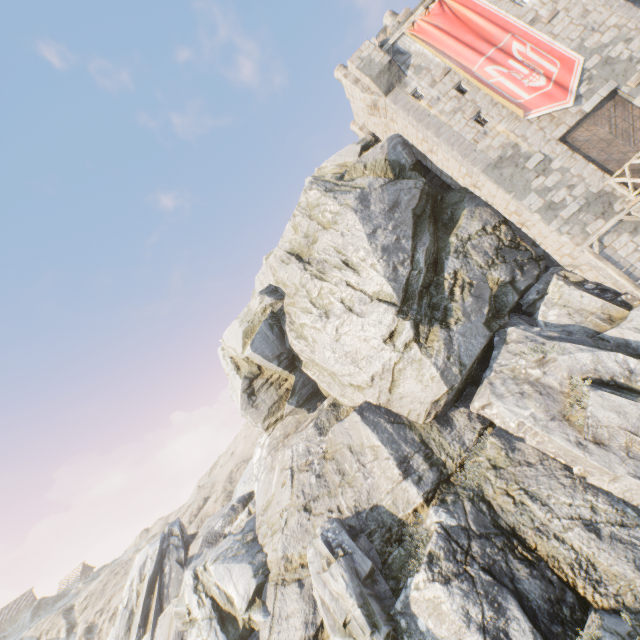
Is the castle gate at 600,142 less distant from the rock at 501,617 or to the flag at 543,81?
the flag at 543,81

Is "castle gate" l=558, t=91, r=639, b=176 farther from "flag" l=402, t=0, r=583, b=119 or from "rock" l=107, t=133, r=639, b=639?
"rock" l=107, t=133, r=639, b=639

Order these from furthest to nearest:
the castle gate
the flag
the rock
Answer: the flag < the castle gate < the rock

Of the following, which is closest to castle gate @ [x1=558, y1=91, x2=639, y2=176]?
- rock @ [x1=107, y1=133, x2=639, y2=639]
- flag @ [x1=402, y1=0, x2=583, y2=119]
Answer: flag @ [x1=402, y1=0, x2=583, y2=119]

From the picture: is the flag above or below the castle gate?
above

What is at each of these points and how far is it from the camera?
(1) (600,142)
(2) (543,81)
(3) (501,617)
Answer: (1) castle gate, 13.81m
(2) flag, 14.30m
(3) rock, 8.99m

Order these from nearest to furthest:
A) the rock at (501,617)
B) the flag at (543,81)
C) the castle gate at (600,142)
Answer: the rock at (501,617) < the castle gate at (600,142) < the flag at (543,81)
